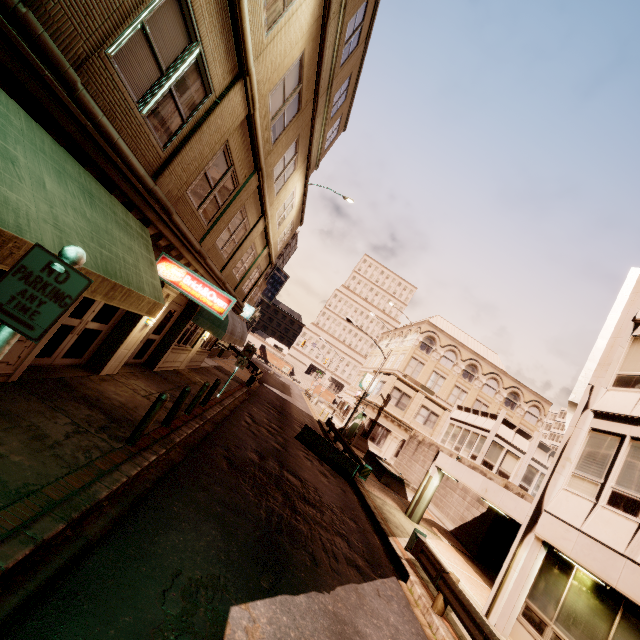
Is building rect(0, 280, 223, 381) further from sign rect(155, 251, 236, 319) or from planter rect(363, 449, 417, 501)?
planter rect(363, 449, 417, 501)

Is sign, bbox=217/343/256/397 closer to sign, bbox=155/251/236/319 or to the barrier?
the barrier

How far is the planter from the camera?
21.4m

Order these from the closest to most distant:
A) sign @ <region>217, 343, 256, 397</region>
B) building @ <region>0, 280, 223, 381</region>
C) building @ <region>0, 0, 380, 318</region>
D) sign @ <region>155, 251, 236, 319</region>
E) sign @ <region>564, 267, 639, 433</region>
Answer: building @ <region>0, 0, 380, 318</region>
building @ <region>0, 280, 223, 381</region>
sign @ <region>155, 251, 236, 319</region>
sign @ <region>564, 267, 639, 433</region>
sign @ <region>217, 343, 256, 397</region>

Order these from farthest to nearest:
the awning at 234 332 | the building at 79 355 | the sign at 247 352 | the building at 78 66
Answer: the sign at 247 352 < the awning at 234 332 < the building at 79 355 < the building at 78 66

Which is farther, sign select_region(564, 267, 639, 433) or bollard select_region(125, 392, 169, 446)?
sign select_region(564, 267, 639, 433)

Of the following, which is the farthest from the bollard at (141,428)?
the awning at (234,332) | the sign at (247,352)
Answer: the sign at (247,352)

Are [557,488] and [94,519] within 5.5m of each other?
no
